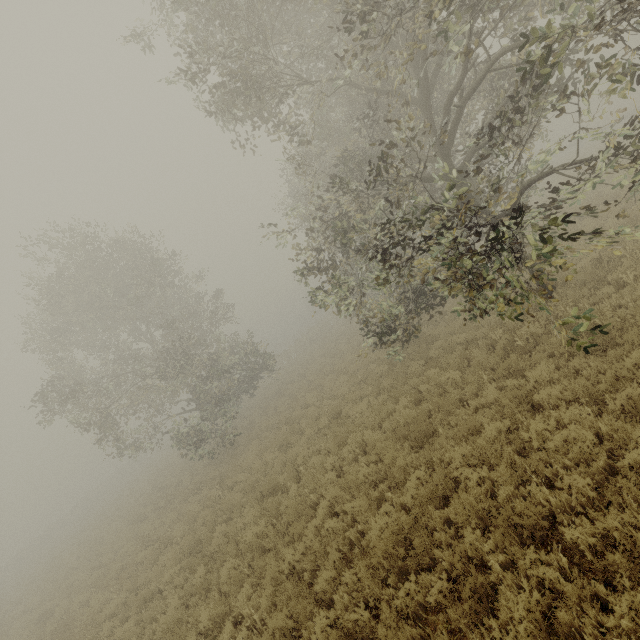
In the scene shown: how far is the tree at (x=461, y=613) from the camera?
4.1m

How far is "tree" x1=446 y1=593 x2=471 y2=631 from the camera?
4.1 meters

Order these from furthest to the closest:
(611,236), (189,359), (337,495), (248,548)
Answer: (189,359)
(611,236)
(248,548)
(337,495)
